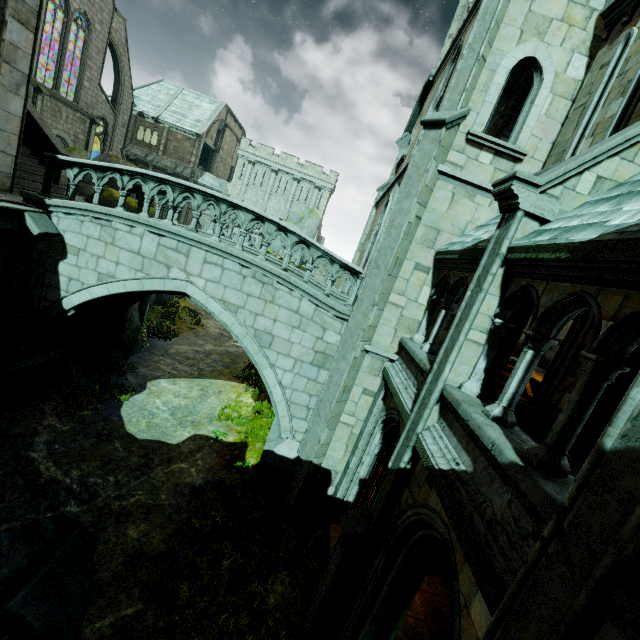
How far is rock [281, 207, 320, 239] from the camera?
43.9m

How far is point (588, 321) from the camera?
8.2m

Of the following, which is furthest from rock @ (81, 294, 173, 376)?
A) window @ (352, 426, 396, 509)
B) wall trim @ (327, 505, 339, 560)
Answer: window @ (352, 426, 396, 509)

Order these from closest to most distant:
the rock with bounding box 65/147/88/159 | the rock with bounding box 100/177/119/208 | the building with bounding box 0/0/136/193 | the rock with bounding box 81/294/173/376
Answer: the building with bounding box 0/0/136/193 → the rock with bounding box 81/294/173/376 → the rock with bounding box 100/177/119/208 → the rock with bounding box 65/147/88/159

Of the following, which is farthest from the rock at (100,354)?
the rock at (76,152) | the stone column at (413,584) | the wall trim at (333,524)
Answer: the stone column at (413,584)

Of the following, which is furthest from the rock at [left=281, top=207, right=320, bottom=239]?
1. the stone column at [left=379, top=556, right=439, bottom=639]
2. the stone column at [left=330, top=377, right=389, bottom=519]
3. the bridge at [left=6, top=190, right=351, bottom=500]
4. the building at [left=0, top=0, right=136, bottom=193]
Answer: the stone column at [left=379, top=556, right=439, bottom=639]

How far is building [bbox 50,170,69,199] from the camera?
10.7m

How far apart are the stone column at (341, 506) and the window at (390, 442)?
0.0 meters
